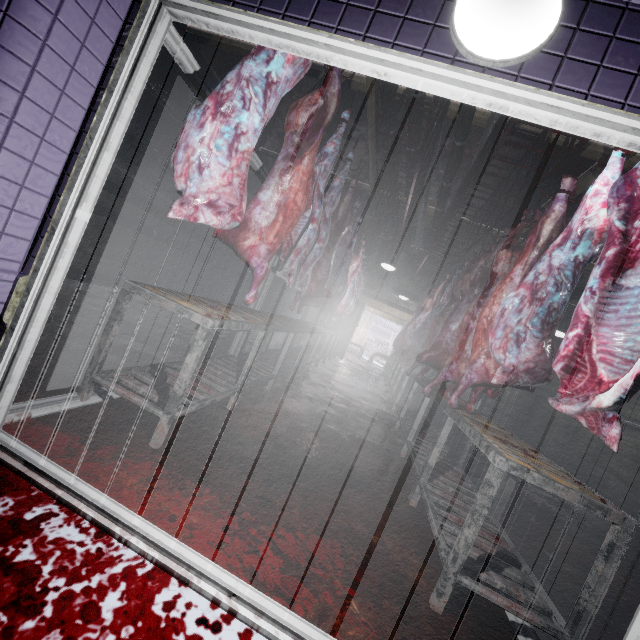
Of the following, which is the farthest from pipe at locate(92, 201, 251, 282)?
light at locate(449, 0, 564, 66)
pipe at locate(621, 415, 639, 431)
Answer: pipe at locate(621, 415, 639, 431)

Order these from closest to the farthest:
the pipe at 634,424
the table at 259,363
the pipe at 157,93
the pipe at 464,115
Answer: the table at 259,363, the pipe at 464,115, the pipe at 157,93, the pipe at 634,424

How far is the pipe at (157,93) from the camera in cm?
471

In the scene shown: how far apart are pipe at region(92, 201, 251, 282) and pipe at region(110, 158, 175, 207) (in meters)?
0.11

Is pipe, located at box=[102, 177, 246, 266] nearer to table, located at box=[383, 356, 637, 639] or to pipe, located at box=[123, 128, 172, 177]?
pipe, located at box=[123, 128, 172, 177]

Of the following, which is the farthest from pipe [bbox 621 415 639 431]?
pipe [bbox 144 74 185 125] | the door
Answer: the door

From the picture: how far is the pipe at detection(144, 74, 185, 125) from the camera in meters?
4.7

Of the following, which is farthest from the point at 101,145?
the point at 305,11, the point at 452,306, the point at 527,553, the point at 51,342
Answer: the point at 452,306
